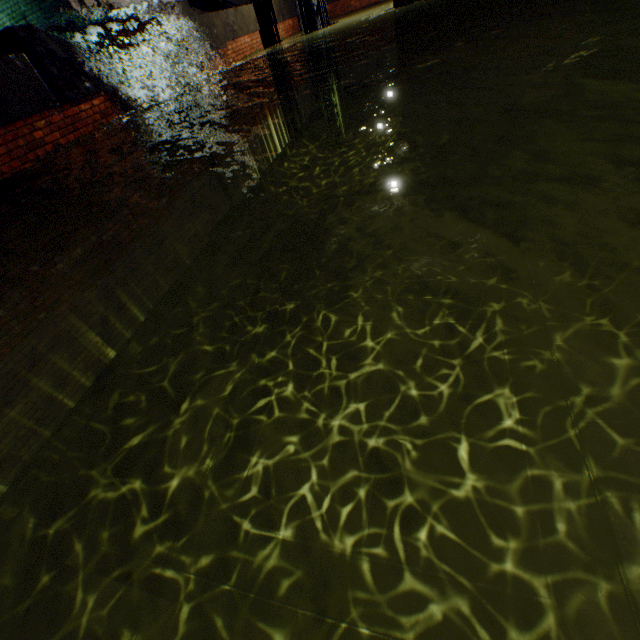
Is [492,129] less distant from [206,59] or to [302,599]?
[206,59]
